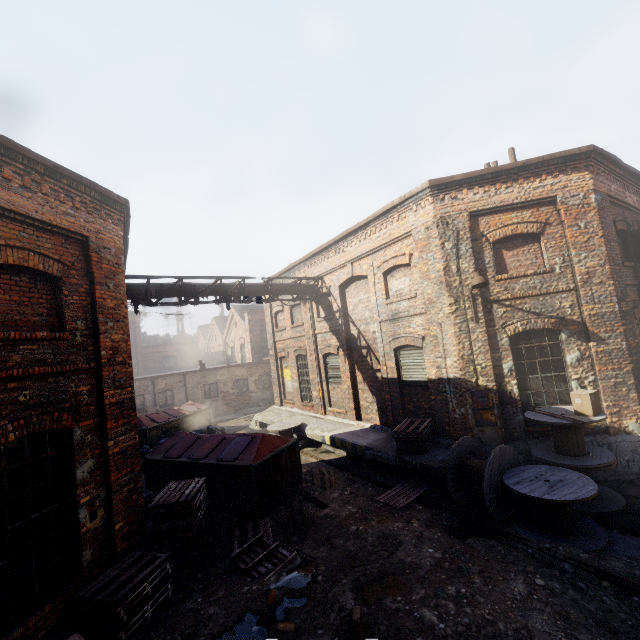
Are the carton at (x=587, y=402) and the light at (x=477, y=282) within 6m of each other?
yes

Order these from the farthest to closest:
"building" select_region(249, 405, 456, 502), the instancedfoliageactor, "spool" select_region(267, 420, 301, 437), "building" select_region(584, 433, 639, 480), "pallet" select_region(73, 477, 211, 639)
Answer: "spool" select_region(267, 420, 301, 437) < "building" select_region(249, 405, 456, 502) < "building" select_region(584, 433, 639, 480) < "pallet" select_region(73, 477, 211, 639) < the instancedfoliageactor

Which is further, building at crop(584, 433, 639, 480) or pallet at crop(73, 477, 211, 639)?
building at crop(584, 433, 639, 480)

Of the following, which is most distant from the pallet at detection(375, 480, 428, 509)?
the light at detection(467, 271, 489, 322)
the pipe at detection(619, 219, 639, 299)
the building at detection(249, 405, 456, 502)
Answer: the pipe at detection(619, 219, 639, 299)

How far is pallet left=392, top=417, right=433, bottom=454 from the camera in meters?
9.0 m

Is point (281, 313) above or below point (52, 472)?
above

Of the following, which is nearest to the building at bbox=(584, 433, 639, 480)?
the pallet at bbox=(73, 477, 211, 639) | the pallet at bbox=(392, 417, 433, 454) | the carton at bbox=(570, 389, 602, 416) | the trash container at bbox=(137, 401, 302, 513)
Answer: the pallet at bbox=(392, 417, 433, 454)

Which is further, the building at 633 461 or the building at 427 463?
the building at 427 463
